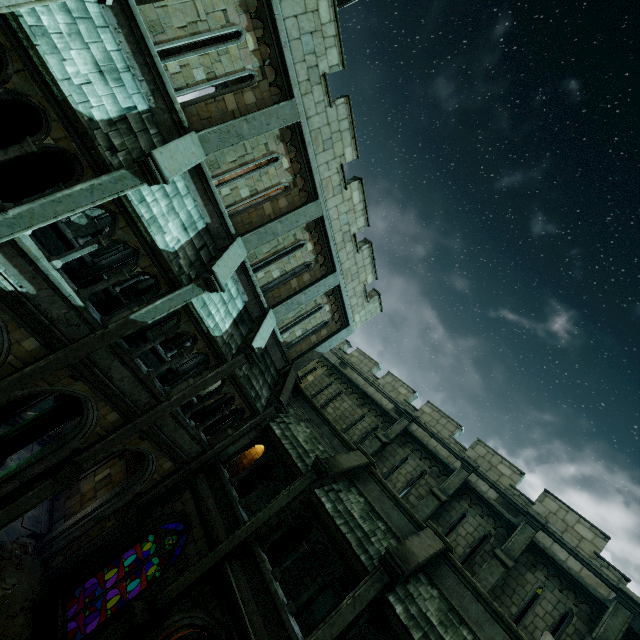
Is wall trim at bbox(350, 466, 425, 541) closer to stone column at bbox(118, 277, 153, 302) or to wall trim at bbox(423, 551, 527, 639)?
wall trim at bbox(423, 551, 527, 639)

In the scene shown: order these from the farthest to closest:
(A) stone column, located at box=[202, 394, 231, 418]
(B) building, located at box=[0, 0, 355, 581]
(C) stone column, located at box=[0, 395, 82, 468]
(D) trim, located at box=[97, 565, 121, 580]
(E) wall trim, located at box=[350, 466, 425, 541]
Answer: (A) stone column, located at box=[202, 394, 231, 418] < (D) trim, located at box=[97, 565, 121, 580] < (C) stone column, located at box=[0, 395, 82, 468] < (E) wall trim, located at box=[350, 466, 425, 541] < (B) building, located at box=[0, 0, 355, 581]

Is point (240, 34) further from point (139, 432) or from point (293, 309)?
point (139, 432)

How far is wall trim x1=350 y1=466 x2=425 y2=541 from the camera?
10.6 meters

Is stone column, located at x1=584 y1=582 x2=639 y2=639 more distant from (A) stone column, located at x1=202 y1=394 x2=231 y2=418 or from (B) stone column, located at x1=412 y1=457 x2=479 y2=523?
(A) stone column, located at x1=202 y1=394 x2=231 y2=418

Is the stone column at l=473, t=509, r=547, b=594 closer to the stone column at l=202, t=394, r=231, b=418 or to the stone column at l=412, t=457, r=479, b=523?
the stone column at l=412, t=457, r=479, b=523

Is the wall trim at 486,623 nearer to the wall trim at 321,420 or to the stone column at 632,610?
the stone column at 632,610

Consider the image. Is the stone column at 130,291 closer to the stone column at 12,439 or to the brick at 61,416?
the stone column at 12,439
